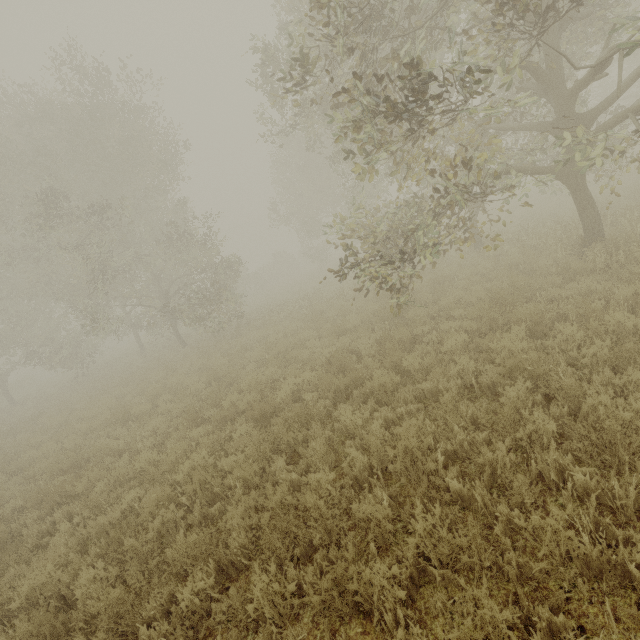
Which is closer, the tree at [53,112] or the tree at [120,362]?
the tree at [53,112]

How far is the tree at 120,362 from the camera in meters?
20.7 m

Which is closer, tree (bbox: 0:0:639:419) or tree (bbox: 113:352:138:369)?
tree (bbox: 0:0:639:419)

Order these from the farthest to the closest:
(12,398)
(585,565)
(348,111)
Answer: (12,398) → (348,111) → (585,565)

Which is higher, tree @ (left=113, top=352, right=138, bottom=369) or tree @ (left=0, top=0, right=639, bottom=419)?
tree @ (left=0, top=0, right=639, bottom=419)

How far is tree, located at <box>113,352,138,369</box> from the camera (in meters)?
20.67
